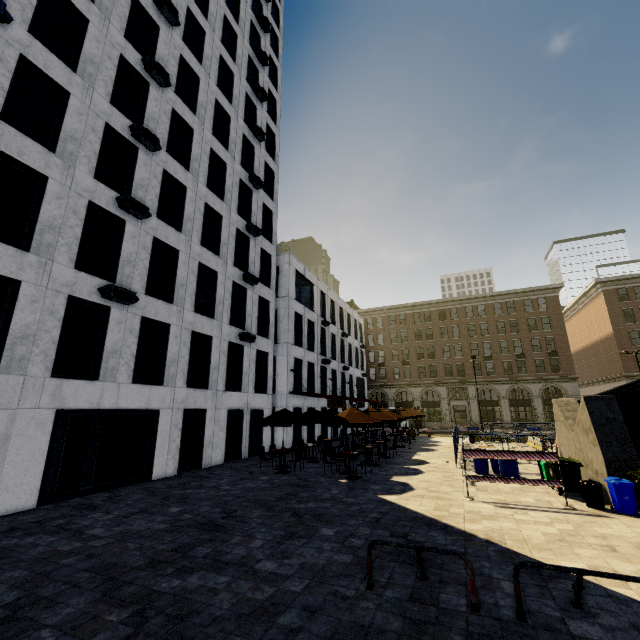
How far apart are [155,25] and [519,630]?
26.6m

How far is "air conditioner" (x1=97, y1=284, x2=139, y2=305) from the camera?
12.1 meters

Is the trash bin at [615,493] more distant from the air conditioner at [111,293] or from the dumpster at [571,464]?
the air conditioner at [111,293]

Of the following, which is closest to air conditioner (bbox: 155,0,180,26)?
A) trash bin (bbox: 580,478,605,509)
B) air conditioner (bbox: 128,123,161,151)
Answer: air conditioner (bbox: 128,123,161,151)

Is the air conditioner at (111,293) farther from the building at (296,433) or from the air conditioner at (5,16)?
the building at (296,433)

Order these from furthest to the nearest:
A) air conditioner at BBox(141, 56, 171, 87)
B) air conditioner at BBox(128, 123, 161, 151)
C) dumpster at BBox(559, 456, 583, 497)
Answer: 1. air conditioner at BBox(141, 56, 171, 87)
2. air conditioner at BBox(128, 123, 161, 151)
3. dumpster at BBox(559, 456, 583, 497)

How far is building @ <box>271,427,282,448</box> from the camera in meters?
24.0

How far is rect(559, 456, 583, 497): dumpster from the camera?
10.6 meters
